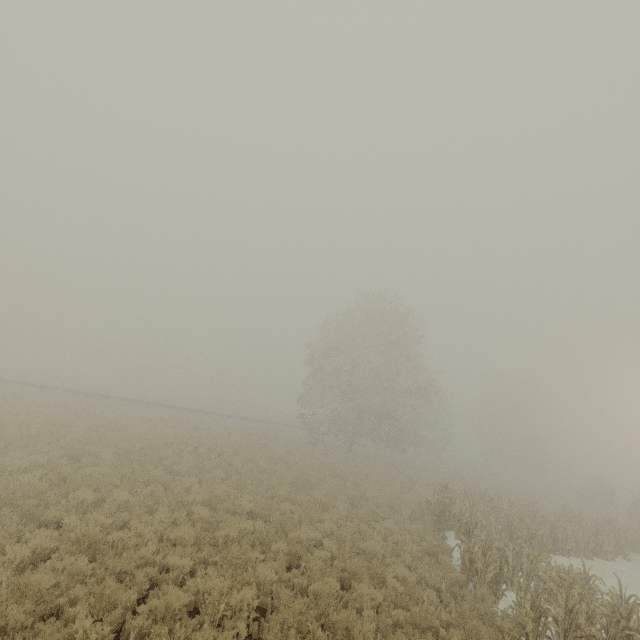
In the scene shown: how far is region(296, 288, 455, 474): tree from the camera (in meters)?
30.56

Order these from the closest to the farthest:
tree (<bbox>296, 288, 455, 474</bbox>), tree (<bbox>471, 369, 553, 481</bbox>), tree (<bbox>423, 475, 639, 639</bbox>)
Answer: tree (<bbox>423, 475, 639, 639</bbox>)
tree (<bbox>296, 288, 455, 474</bbox>)
tree (<bbox>471, 369, 553, 481</bbox>)

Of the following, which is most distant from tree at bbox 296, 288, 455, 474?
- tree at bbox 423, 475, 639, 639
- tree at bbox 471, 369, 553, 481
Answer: tree at bbox 471, 369, 553, 481

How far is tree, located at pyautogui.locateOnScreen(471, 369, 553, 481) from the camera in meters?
51.6

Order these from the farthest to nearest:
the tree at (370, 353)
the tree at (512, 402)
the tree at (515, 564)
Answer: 1. the tree at (512, 402)
2. the tree at (370, 353)
3. the tree at (515, 564)

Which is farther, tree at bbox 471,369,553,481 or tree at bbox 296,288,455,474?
tree at bbox 471,369,553,481

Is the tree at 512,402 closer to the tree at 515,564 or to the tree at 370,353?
the tree at 515,564

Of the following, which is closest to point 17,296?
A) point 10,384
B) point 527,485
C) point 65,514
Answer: point 10,384
